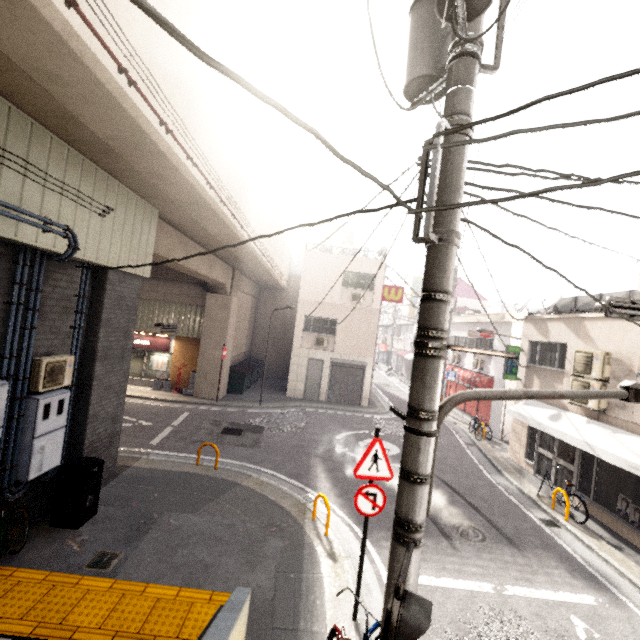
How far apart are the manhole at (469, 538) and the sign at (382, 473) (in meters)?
3.58

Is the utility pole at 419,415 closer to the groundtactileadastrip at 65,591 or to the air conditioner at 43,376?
the groundtactileadastrip at 65,591

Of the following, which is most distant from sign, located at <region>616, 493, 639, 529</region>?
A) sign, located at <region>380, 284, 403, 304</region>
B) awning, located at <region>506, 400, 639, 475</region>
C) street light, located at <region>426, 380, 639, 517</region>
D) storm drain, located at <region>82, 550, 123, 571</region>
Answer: sign, located at <region>380, 284, 403, 304</region>

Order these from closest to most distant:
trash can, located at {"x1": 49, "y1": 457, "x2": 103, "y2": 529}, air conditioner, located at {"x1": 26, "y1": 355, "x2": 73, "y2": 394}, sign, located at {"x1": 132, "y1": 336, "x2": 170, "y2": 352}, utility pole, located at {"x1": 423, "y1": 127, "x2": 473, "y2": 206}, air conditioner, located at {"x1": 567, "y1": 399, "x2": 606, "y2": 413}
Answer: utility pole, located at {"x1": 423, "y1": 127, "x2": 473, "y2": 206}
air conditioner, located at {"x1": 26, "y1": 355, "x2": 73, "y2": 394}
trash can, located at {"x1": 49, "y1": 457, "x2": 103, "y2": 529}
air conditioner, located at {"x1": 567, "y1": 399, "x2": 606, "y2": 413}
sign, located at {"x1": 132, "y1": 336, "x2": 170, "y2": 352}

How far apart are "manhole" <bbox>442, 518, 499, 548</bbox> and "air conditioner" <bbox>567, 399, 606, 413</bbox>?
4.7 meters

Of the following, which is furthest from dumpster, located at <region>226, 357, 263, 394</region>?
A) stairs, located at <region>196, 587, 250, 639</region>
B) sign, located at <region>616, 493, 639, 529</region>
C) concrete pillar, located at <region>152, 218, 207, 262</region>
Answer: sign, located at <region>616, 493, 639, 529</region>

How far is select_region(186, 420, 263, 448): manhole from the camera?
11.5 meters

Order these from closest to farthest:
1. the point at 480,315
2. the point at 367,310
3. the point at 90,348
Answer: the point at 90,348
the point at 480,315
the point at 367,310
